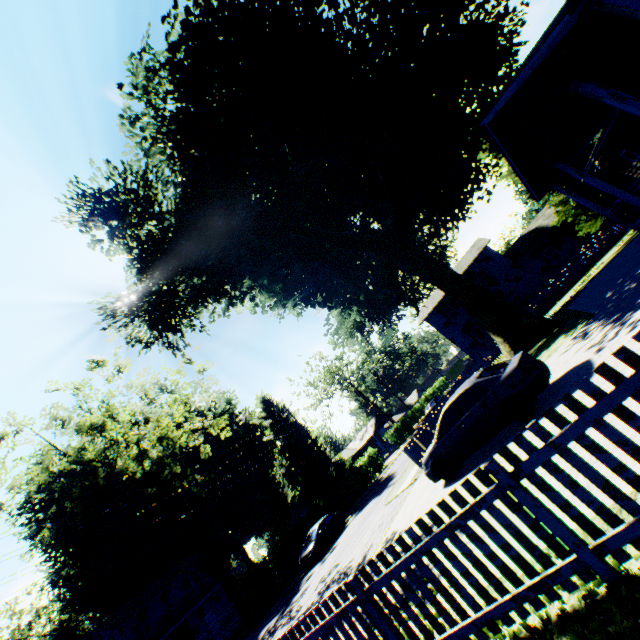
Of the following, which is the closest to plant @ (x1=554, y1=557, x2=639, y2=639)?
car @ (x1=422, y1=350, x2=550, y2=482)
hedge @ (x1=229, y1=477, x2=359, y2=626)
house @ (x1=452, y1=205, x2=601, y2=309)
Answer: house @ (x1=452, y1=205, x2=601, y2=309)

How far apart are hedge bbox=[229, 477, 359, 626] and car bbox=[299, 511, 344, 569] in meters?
2.7 m

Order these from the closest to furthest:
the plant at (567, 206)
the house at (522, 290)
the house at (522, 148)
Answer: the house at (522, 148) < the plant at (567, 206) < the house at (522, 290)

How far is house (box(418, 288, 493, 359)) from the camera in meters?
34.5 m

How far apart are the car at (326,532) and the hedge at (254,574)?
2.7m

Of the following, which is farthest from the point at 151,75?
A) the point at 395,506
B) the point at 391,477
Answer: the point at 391,477

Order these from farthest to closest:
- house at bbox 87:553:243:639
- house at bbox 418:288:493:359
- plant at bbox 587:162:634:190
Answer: house at bbox 418:288:493:359, house at bbox 87:553:243:639, plant at bbox 587:162:634:190

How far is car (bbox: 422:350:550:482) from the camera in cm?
820
